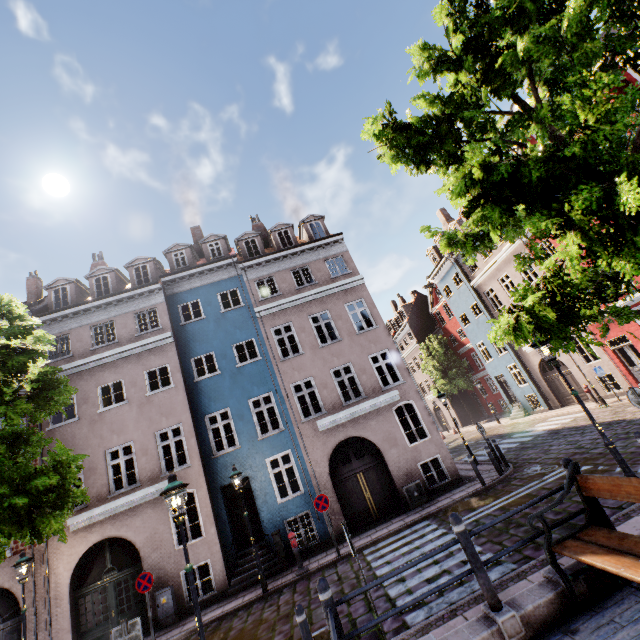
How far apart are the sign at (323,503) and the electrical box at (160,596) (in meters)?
5.89

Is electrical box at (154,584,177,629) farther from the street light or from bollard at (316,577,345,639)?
bollard at (316,577,345,639)

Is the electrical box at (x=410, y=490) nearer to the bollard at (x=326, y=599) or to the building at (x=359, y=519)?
the building at (x=359, y=519)

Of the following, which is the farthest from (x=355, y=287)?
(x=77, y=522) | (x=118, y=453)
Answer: (x=118, y=453)

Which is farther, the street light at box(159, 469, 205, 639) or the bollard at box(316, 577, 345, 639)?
the street light at box(159, 469, 205, 639)

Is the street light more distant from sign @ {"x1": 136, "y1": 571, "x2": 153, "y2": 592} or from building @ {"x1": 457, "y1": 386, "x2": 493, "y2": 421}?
sign @ {"x1": 136, "y1": 571, "x2": 153, "y2": 592}

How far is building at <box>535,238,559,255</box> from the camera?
18.4m
